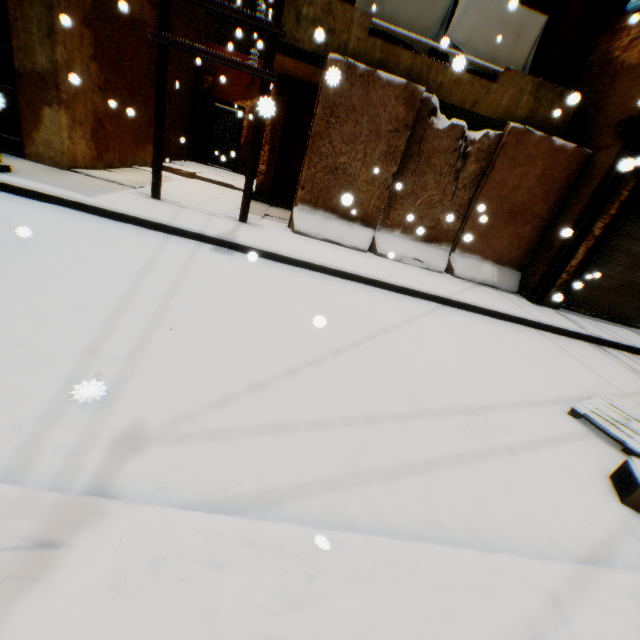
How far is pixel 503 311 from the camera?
6.4 meters

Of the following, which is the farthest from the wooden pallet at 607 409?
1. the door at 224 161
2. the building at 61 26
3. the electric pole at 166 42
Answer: the door at 224 161

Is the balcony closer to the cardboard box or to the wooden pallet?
the cardboard box

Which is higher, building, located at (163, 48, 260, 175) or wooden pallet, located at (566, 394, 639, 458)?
building, located at (163, 48, 260, 175)

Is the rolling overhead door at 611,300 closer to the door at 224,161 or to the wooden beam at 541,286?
the wooden beam at 541,286

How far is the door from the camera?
13.0 meters

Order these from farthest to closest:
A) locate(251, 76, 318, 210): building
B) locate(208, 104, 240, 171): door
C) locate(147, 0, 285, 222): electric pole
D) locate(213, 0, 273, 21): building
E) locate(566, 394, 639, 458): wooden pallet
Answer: locate(213, 0, 273, 21): building → locate(208, 104, 240, 171): door → locate(251, 76, 318, 210): building → locate(147, 0, 285, 222): electric pole → locate(566, 394, 639, 458): wooden pallet

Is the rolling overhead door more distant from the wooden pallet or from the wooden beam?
the wooden pallet
